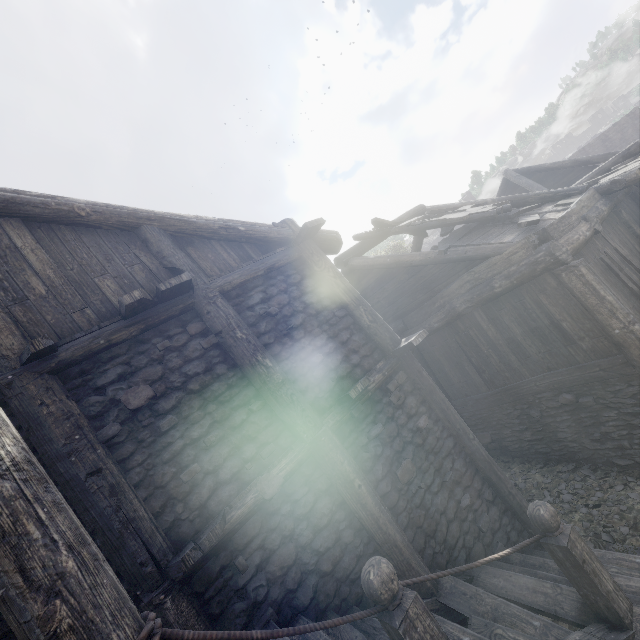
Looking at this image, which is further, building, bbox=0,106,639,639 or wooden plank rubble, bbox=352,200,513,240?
wooden plank rubble, bbox=352,200,513,240

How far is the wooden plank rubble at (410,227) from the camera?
7.96m

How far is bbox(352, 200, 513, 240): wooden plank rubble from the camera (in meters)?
7.96

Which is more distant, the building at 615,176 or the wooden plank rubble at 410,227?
the wooden plank rubble at 410,227

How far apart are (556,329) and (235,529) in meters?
7.1 m
